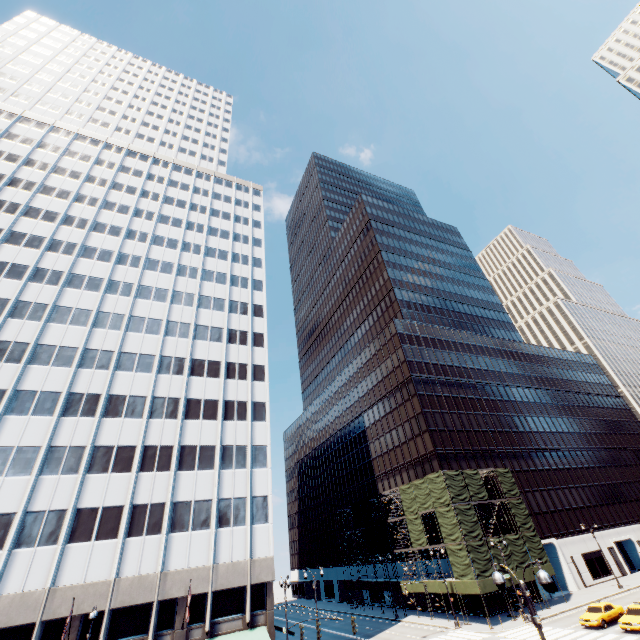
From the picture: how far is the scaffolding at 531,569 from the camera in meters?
39.4 m

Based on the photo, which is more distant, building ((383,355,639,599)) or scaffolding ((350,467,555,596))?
building ((383,355,639,599))

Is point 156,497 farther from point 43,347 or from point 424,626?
point 424,626

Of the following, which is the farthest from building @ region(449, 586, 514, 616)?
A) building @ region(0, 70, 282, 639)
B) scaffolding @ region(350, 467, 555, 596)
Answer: building @ region(0, 70, 282, 639)

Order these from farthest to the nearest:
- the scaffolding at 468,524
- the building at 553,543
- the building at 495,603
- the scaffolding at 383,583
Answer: the scaffolding at 383,583
the building at 553,543
the building at 495,603
the scaffolding at 468,524

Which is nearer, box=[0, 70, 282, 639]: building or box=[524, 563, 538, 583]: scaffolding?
box=[0, 70, 282, 639]: building

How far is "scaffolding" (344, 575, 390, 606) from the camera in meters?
50.2 m
